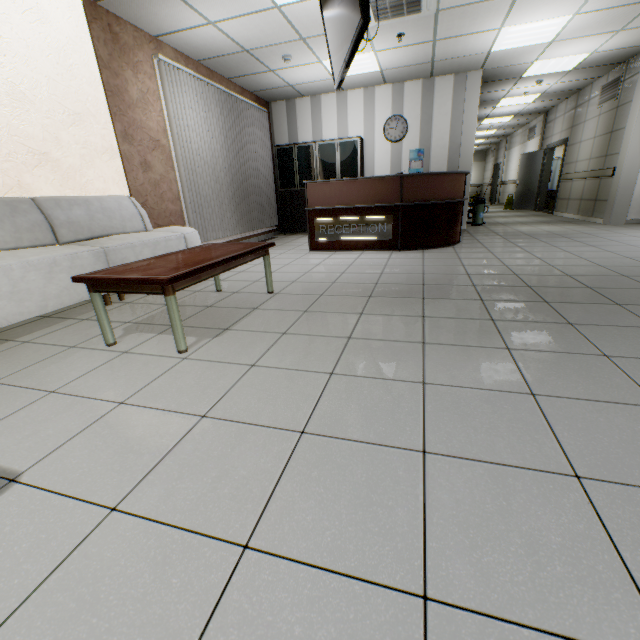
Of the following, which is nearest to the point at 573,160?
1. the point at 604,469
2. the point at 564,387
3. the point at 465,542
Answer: the point at 564,387

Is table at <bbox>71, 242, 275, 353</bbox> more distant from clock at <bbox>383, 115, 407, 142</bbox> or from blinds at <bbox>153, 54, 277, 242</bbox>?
clock at <bbox>383, 115, 407, 142</bbox>

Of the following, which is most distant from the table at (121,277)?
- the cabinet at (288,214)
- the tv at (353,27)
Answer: the cabinet at (288,214)

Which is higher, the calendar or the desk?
the calendar

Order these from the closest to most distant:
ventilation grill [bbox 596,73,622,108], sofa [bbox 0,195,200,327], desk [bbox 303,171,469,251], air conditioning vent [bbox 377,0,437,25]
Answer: sofa [bbox 0,195,200,327] → air conditioning vent [bbox 377,0,437,25] → desk [bbox 303,171,469,251] → ventilation grill [bbox 596,73,622,108]

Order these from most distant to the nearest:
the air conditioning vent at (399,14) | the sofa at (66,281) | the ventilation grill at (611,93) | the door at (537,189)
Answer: the door at (537,189) → the ventilation grill at (611,93) → the air conditioning vent at (399,14) → the sofa at (66,281)

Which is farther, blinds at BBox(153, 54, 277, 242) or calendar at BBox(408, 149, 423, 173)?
calendar at BBox(408, 149, 423, 173)

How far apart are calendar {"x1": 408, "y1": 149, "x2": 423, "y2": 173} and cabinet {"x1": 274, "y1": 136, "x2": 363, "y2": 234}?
1.10m
